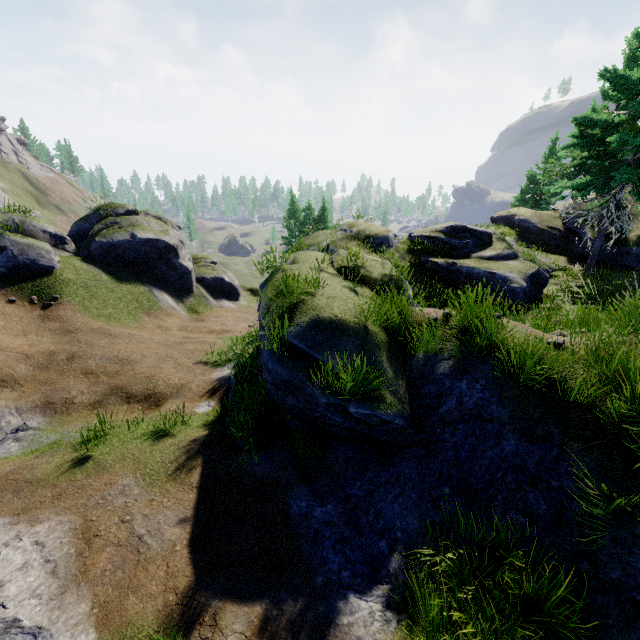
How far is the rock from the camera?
12.05m

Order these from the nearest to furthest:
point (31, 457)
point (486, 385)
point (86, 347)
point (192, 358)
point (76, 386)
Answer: point (486, 385) < point (31, 457) < point (76, 386) < point (86, 347) < point (192, 358)

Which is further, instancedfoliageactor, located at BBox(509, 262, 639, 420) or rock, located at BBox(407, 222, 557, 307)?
rock, located at BBox(407, 222, 557, 307)

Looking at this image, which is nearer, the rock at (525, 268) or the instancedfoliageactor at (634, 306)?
the instancedfoliageactor at (634, 306)

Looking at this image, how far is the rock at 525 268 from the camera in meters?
12.1 m
